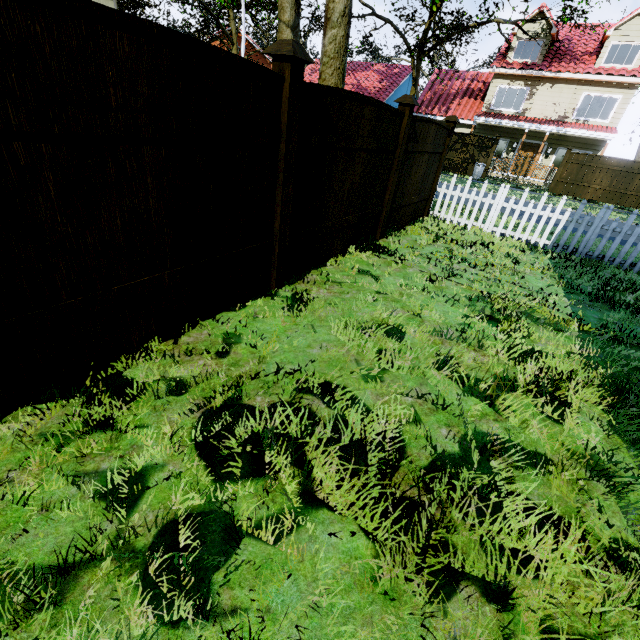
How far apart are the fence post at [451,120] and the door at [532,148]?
19.9 meters

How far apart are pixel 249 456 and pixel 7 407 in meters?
1.5 m

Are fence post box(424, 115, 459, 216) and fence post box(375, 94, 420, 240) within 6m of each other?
yes

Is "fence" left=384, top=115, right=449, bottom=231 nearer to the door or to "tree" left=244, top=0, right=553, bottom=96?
"tree" left=244, top=0, right=553, bottom=96

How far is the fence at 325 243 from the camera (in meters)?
3.32

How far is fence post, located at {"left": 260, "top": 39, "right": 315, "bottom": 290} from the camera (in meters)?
2.62

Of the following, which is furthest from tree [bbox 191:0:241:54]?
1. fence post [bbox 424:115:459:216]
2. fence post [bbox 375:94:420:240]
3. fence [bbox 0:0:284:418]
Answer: fence post [bbox 424:115:459:216]
